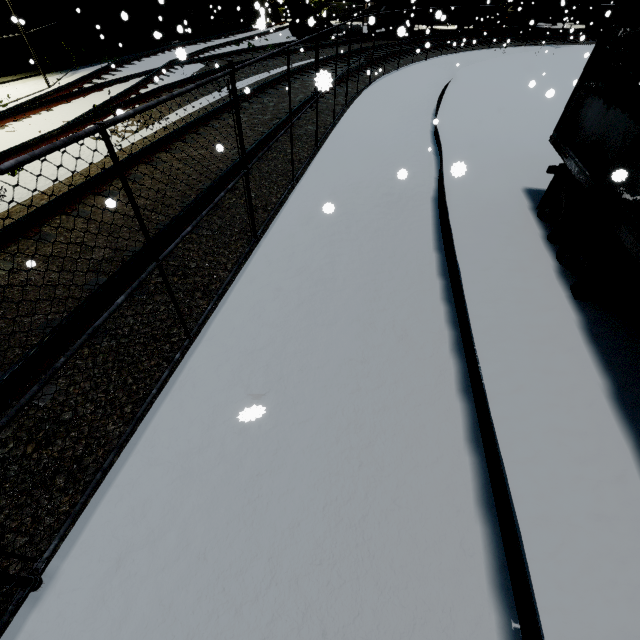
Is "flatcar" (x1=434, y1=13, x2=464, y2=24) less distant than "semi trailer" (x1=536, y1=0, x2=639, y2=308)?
No

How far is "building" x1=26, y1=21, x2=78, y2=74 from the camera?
13.2 meters

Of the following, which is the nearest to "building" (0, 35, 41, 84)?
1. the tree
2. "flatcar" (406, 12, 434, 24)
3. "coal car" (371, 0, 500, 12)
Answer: the tree

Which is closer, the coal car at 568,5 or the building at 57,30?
the building at 57,30

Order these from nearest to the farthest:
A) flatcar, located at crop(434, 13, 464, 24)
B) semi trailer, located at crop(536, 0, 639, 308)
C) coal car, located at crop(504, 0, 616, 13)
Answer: semi trailer, located at crop(536, 0, 639, 308)
flatcar, located at crop(434, 13, 464, 24)
coal car, located at crop(504, 0, 616, 13)

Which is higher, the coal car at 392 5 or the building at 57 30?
the coal car at 392 5

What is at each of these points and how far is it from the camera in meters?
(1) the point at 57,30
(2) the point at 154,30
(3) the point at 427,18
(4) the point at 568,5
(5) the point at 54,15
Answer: (1) building, 13.4
(2) building, 19.0
(3) flatcar, 23.5
(4) coal car, 27.0
(5) building, 13.2

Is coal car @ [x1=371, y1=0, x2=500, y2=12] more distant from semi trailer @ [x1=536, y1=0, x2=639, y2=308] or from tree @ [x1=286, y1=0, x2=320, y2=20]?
semi trailer @ [x1=536, y1=0, x2=639, y2=308]
